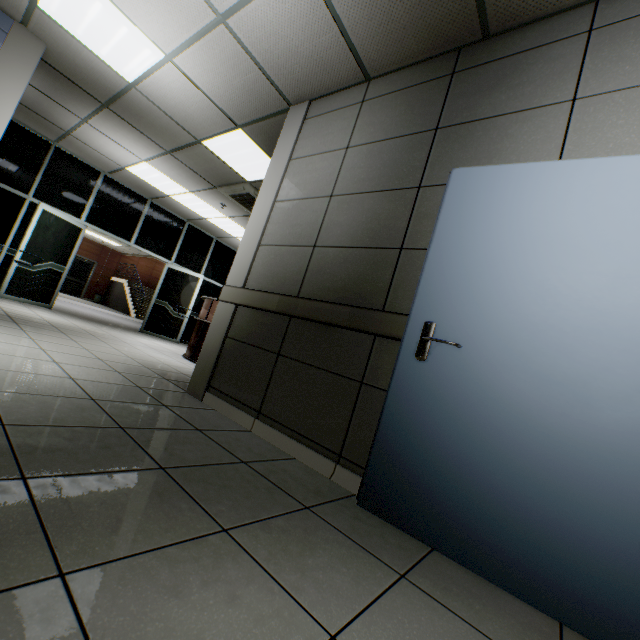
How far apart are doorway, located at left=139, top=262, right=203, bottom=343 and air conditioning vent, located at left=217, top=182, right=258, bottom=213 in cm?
277

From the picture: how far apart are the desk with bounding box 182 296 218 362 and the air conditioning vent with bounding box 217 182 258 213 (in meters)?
2.03

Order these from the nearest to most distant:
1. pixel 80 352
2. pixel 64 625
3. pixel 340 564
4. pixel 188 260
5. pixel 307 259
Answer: pixel 64 625 < pixel 340 564 < pixel 307 259 < pixel 80 352 < pixel 188 260

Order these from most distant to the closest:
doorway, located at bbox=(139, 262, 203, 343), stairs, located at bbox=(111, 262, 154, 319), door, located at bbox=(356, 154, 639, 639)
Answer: stairs, located at bbox=(111, 262, 154, 319) → doorway, located at bbox=(139, 262, 203, 343) → door, located at bbox=(356, 154, 639, 639)

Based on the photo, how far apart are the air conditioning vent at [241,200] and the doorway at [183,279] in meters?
2.8

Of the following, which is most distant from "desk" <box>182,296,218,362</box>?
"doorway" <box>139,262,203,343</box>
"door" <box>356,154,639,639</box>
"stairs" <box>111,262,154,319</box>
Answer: "stairs" <box>111,262,154,319</box>

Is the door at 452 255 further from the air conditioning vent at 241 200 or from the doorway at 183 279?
the doorway at 183 279

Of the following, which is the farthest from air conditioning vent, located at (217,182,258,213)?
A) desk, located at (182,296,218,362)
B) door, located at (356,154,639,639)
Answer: door, located at (356,154,639,639)
